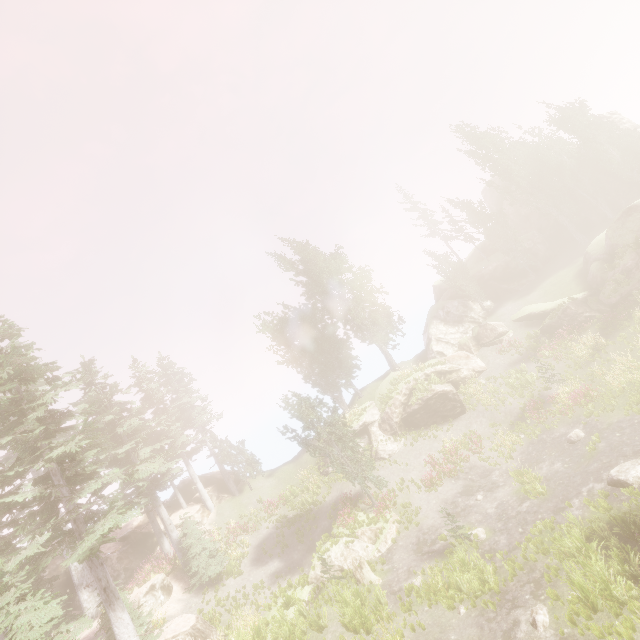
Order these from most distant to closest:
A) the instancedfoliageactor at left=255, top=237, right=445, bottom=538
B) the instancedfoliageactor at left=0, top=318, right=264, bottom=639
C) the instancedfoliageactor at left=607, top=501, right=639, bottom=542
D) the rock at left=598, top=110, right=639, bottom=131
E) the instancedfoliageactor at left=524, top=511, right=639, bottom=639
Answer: the rock at left=598, top=110, right=639, bottom=131, the instancedfoliageactor at left=255, top=237, right=445, bottom=538, the instancedfoliageactor at left=0, top=318, right=264, bottom=639, the instancedfoliageactor at left=607, top=501, right=639, bottom=542, the instancedfoliageactor at left=524, top=511, right=639, bottom=639

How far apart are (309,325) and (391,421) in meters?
14.5 m

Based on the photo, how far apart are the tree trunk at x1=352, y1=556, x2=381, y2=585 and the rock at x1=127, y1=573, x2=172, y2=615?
13.1 meters

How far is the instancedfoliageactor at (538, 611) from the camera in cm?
1064

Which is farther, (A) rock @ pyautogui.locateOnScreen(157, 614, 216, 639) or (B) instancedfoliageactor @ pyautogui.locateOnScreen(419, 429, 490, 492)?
(B) instancedfoliageactor @ pyautogui.locateOnScreen(419, 429, 490, 492)

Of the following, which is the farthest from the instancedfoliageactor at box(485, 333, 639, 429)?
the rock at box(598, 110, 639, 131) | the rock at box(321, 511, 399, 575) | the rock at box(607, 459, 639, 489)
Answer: the rock at box(607, 459, 639, 489)

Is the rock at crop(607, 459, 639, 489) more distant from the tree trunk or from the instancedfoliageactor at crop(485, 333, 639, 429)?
the tree trunk

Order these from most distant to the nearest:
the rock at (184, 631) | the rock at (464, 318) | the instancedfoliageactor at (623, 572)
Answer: the rock at (464, 318), the rock at (184, 631), the instancedfoliageactor at (623, 572)
